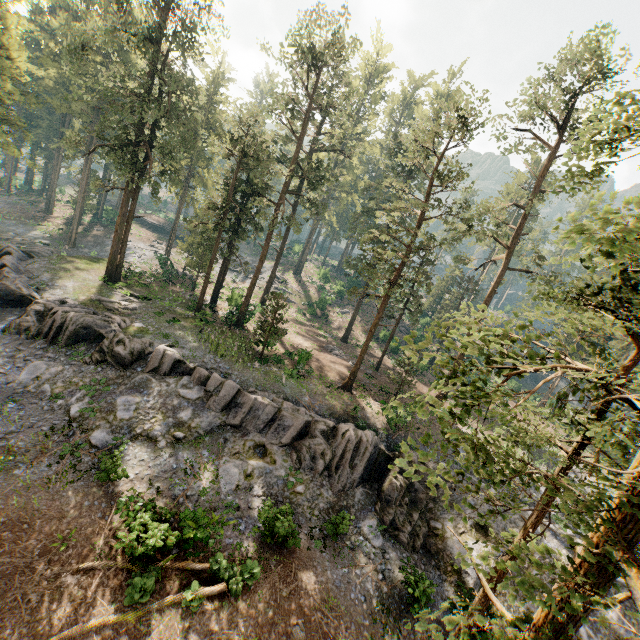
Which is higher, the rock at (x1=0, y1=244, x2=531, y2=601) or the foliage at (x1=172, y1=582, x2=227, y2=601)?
the rock at (x1=0, y1=244, x2=531, y2=601)

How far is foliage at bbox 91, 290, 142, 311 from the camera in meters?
26.5 m

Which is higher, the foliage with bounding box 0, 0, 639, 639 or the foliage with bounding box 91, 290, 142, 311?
the foliage with bounding box 0, 0, 639, 639

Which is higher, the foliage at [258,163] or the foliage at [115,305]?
the foliage at [258,163]

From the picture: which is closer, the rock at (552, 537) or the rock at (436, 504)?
the rock at (436, 504)

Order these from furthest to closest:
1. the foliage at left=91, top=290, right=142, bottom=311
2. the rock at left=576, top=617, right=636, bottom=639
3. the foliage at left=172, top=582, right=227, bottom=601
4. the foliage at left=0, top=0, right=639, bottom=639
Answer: the foliage at left=91, top=290, right=142, bottom=311 < the rock at left=576, top=617, right=636, bottom=639 < the foliage at left=172, top=582, right=227, bottom=601 < the foliage at left=0, top=0, right=639, bottom=639

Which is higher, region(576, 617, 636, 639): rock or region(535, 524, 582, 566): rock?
region(535, 524, 582, 566): rock

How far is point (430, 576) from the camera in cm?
1827
